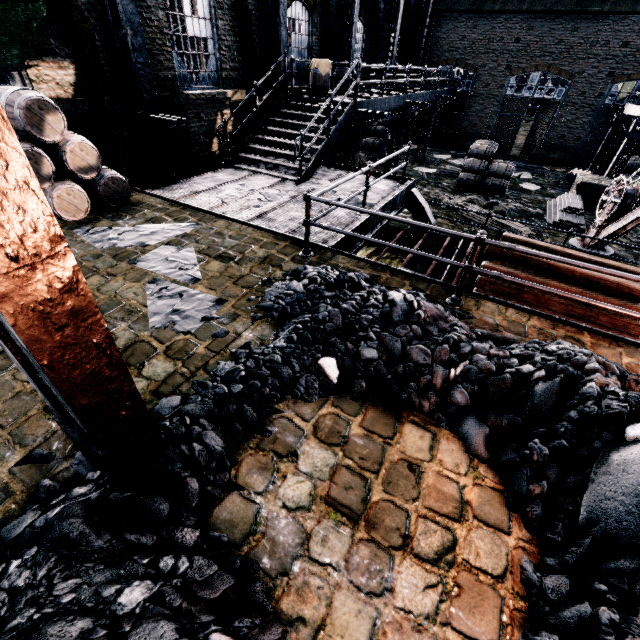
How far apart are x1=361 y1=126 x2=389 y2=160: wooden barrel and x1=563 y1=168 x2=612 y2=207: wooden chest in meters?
10.7

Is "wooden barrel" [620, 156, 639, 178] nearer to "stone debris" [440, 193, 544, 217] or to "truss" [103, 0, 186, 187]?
"stone debris" [440, 193, 544, 217]

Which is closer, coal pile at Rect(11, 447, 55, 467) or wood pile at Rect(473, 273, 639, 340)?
coal pile at Rect(11, 447, 55, 467)

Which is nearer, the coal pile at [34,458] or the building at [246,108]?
the coal pile at [34,458]

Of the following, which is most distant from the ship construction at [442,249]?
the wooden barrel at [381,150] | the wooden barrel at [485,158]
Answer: the wooden barrel at [381,150]

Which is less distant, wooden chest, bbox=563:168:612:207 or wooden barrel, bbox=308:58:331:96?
wooden barrel, bbox=308:58:331:96

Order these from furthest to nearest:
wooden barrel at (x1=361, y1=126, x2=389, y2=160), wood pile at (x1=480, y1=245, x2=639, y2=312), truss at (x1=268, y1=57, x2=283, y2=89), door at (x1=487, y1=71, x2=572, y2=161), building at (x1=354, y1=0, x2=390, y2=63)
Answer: door at (x1=487, y1=71, x2=572, y2=161) → wooden barrel at (x1=361, y1=126, x2=389, y2=160) → building at (x1=354, y1=0, x2=390, y2=63) → truss at (x1=268, y1=57, x2=283, y2=89) → wood pile at (x1=480, y1=245, x2=639, y2=312)

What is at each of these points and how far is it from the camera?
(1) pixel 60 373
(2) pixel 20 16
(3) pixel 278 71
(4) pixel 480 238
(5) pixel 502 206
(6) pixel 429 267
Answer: (1) truss, 1.90m
(2) cloth, 6.08m
(3) truss, 11.94m
(4) metal railing, 4.65m
(5) stone debris, 14.76m
(6) ship construction, 11.11m
